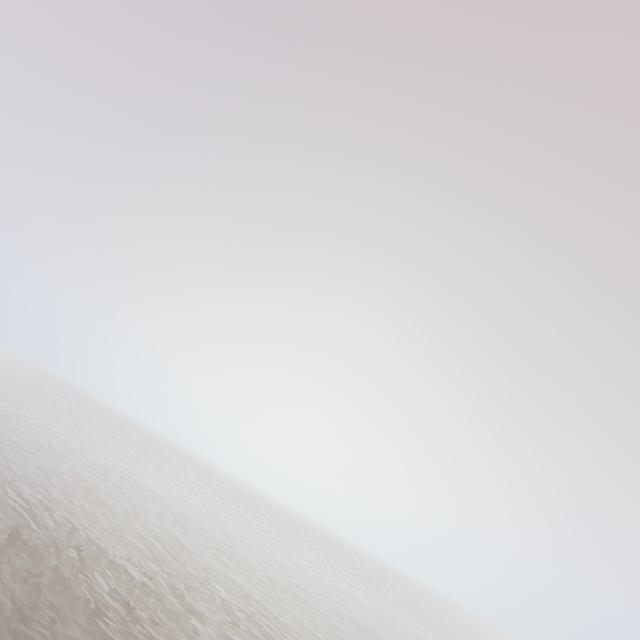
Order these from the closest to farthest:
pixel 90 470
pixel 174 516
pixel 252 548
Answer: pixel 90 470
pixel 174 516
pixel 252 548
